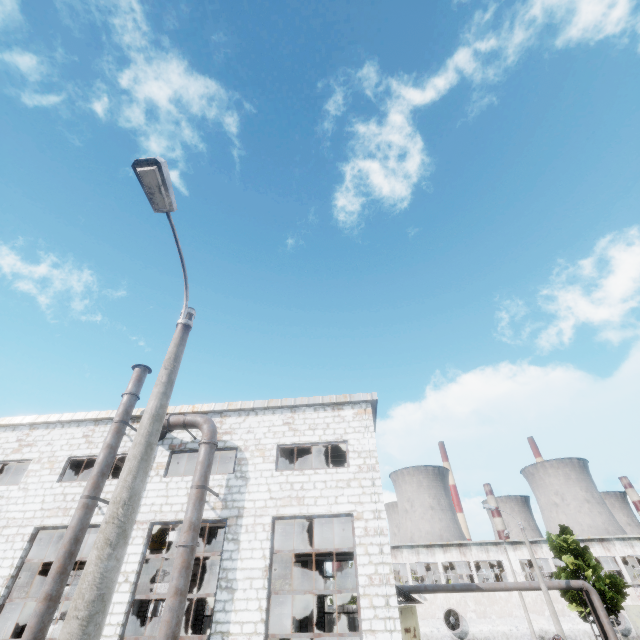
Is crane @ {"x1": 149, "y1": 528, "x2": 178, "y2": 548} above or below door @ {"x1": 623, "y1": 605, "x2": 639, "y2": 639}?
above

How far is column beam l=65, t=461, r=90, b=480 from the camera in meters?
19.5 m

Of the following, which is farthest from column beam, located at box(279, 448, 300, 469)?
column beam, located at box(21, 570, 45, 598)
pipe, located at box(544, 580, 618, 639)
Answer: column beam, located at box(21, 570, 45, 598)

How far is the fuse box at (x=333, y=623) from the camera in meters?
52.6

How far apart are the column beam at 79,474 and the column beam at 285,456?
13.03m

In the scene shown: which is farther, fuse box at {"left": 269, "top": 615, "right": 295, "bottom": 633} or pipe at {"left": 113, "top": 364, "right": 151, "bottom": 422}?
fuse box at {"left": 269, "top": 615, "right": 295, "bottom": 633}

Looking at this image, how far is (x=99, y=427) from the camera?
14.38m

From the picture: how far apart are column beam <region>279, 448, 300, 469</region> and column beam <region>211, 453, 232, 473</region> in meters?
4.1
